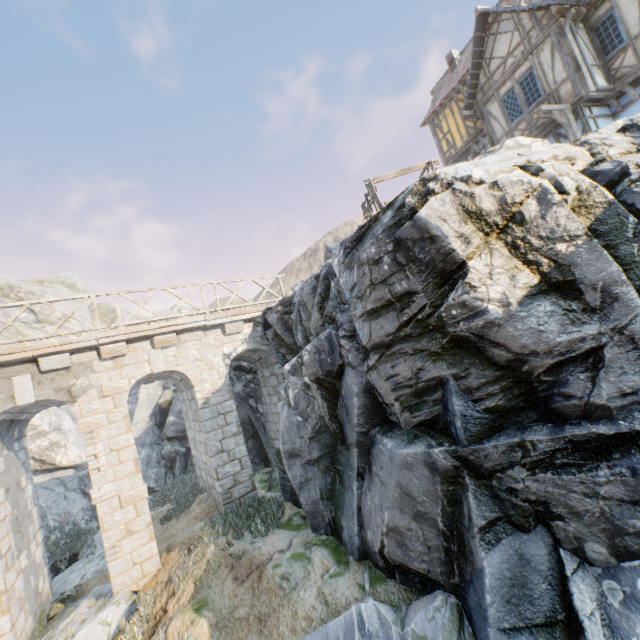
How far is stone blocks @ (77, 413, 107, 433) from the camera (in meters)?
8.55

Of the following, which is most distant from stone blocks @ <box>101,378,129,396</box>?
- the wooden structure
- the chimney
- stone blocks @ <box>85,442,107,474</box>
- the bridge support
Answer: the chimney

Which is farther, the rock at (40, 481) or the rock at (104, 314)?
the rock at (104, 314)

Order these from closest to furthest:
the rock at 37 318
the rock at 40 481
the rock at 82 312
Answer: the rock at 40 481, the rock at 37 318, the rock at 82 312

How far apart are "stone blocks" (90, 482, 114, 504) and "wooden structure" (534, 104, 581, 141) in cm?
1791

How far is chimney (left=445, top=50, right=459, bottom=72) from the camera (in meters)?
19.23

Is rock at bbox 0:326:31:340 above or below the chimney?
below

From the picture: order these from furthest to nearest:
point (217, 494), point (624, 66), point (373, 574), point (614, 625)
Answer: point (624, 66), point (217, 494), point (373, 574), point (614, 625)
